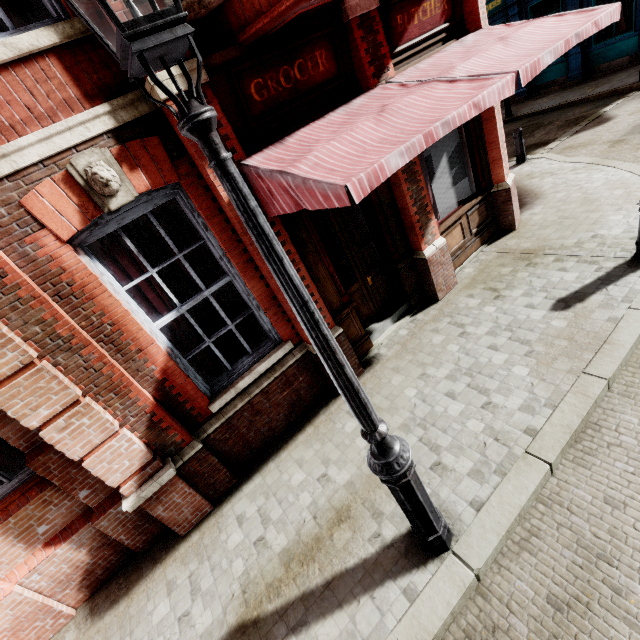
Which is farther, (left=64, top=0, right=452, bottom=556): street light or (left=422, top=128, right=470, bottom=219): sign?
(left=422, top=128, right=470, bottom=219): sign

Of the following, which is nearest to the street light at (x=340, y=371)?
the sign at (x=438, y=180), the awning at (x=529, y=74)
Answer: the awning at (x=529, y=74)

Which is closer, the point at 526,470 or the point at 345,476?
the point at 526,470

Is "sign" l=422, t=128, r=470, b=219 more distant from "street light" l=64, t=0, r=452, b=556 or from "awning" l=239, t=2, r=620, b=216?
"street light" l=64, t=0, r=452, b=556

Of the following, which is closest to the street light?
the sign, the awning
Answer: the awning

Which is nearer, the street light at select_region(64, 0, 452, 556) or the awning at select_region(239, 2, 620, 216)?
the street light at select_region(64, 0, 452, 556)
